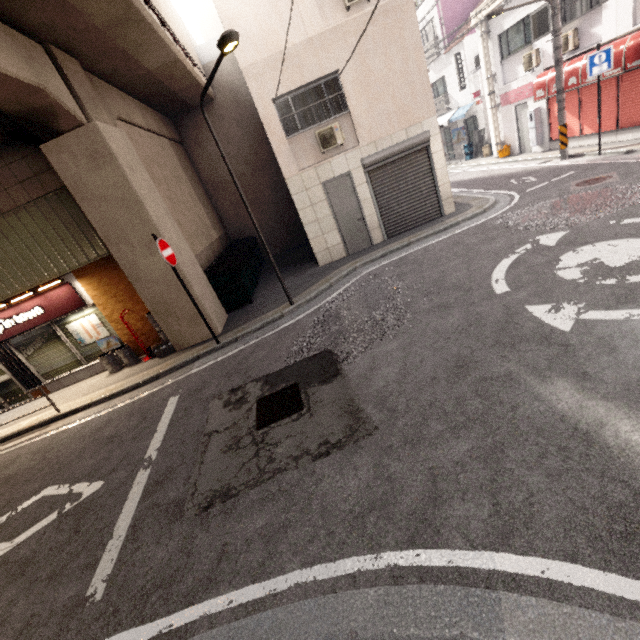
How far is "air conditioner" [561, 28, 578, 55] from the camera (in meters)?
10.81

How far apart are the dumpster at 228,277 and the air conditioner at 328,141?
4.2m

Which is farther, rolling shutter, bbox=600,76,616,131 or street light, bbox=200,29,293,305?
rolling shutter, bbox=600,76,616,131

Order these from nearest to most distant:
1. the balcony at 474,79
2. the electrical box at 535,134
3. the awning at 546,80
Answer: the awning at 546,80
the electrical box at 535,134
the balcony at 474,79

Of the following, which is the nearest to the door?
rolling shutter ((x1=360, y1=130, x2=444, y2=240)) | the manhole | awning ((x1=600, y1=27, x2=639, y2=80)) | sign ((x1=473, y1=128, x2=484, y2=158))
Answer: rolling shutter ((x1=360, y1=130, x2=444, y2=240))

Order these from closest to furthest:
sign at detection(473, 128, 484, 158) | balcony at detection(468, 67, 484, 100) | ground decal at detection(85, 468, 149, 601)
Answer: ground decal at detection(85, 468, 149, 601) → balcony at detection(468, 67, 484, 100) → sign at detection(473, 128, 484, 158)

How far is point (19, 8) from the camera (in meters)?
5.39

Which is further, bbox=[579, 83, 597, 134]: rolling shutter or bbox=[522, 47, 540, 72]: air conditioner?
bbox=[522, 47, 540, 72]: air conditioner
